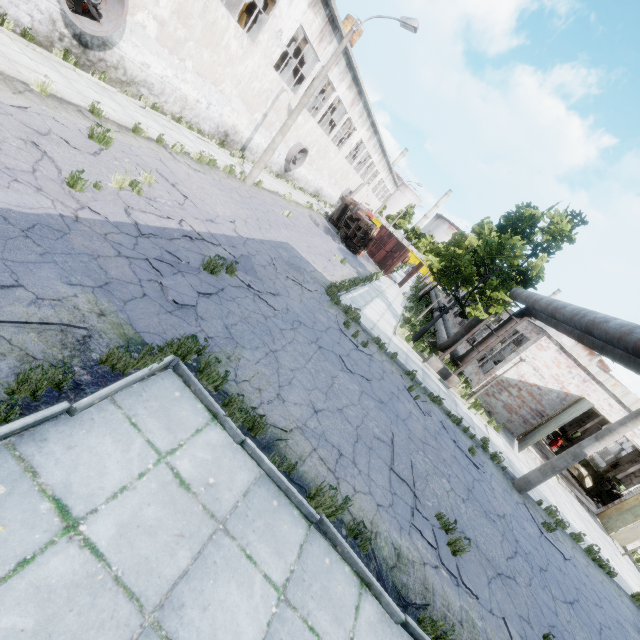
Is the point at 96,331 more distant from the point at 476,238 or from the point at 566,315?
the point at 476,238

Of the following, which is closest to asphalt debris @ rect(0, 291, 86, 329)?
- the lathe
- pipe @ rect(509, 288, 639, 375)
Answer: pipe @ rect(509, 288, 639, 375)

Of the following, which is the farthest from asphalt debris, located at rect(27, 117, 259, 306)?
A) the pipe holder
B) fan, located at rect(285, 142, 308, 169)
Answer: fan, located at rect(285, 142, 308, 169)

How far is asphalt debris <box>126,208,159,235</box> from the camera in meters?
6.8

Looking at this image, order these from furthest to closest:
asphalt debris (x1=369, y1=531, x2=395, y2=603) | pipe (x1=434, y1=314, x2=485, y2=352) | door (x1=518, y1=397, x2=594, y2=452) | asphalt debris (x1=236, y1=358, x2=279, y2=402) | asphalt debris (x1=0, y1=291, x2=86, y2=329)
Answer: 1. pipe (x1=434, y1=314, x2=485, y2=352)
2. door (x1=518, y1=397, x2=594, y2=452)
3. asphalt debris (x1=236, y1=358, x2=279, y2=402)
4. asphalt debris (x1=369, y1=531, x2=395, y2=603)
5. asphalt debris (x1=0, y1=291, x2=86, y2=329)

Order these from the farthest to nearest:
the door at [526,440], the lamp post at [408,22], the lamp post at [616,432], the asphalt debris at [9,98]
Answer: the door at [526,440], the lamp post at [408,22], the lamp post at [616,432], the asphalt debris at [9,98]

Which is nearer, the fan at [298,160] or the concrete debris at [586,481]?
the concrete debris at [586,481]

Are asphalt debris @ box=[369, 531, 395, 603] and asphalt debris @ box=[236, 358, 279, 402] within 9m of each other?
yes
